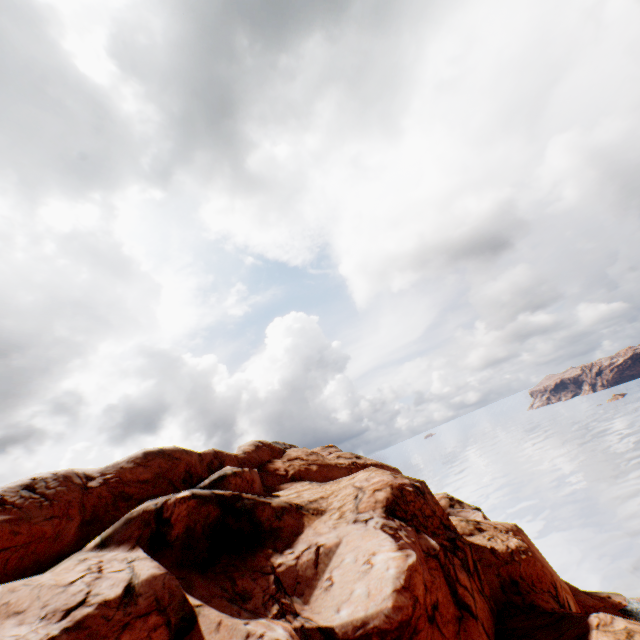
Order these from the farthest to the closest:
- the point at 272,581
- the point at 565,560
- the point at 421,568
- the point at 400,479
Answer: the point at 565,560
the point at 400,479
the point at 272,581
the point at 421,568
